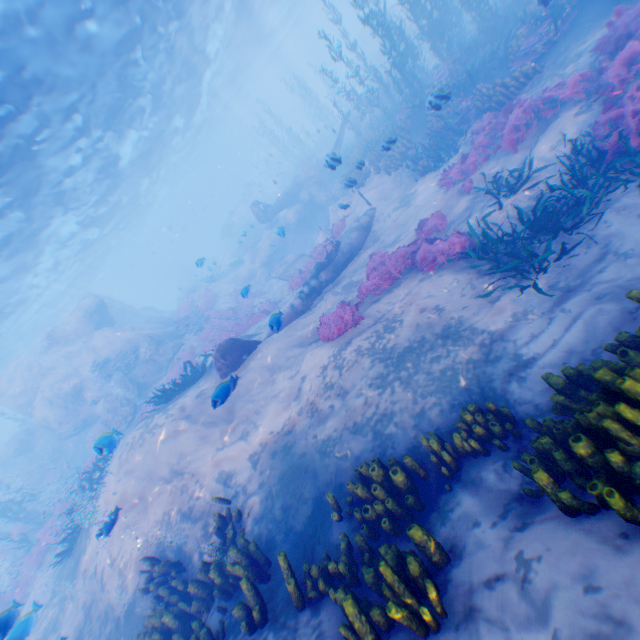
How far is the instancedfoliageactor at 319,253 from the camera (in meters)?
15.77

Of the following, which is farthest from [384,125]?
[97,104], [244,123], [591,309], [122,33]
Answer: [244,123]

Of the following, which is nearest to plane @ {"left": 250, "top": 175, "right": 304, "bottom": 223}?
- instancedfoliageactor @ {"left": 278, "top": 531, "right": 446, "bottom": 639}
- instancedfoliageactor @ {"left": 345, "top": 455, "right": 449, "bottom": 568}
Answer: instancedfoliageactor @ {"left": 345, "top": 455, "right": 449, "bottom": 568}

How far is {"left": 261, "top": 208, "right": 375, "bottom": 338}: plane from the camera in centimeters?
1226cm

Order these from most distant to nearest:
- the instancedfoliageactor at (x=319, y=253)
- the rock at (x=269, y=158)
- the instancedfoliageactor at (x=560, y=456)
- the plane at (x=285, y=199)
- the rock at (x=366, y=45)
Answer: the rock at (x=269, y=158)
the rock at (x=366, y=45)
the plane at (x=285, y=199)
the instancedfoliageactor at (x=319, y=253)
the instancedfoliageactor at (x=560, y=456)

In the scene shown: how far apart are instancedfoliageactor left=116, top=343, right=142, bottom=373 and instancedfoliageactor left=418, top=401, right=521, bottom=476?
19.4m

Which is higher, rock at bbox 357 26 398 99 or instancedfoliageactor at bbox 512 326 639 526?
rock at bbox 357 26 398 99

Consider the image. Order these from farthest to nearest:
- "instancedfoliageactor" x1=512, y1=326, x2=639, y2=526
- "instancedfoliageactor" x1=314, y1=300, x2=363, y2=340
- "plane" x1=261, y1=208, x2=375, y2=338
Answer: "plane" x1=261, y1=208, x2=375, y2=338 → "instancedfoliageactor" x1=314, y1=300, x2=363, y2=340 → "instancedfoliageactor" x1=512, y1=326, x2=639, y2=526
